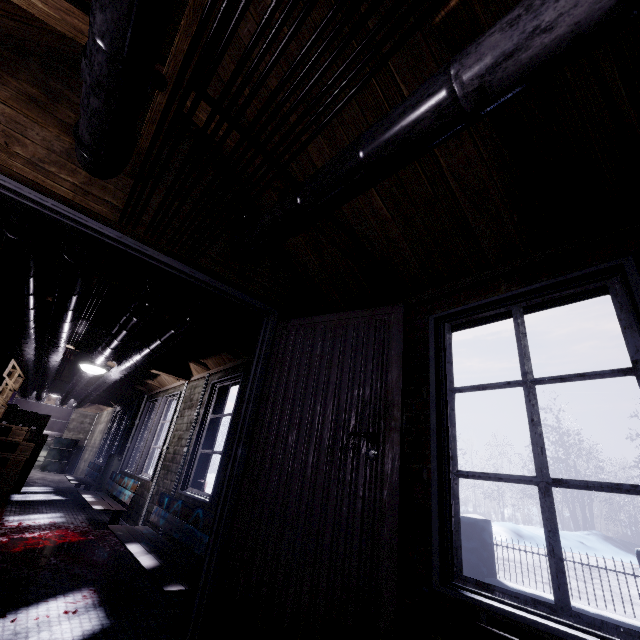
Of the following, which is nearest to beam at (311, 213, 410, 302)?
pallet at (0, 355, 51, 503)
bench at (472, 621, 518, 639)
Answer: bench at (472, 621, 518, 639)

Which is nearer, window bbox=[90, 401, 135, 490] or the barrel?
window bbox=[90, 401, 135, 490]

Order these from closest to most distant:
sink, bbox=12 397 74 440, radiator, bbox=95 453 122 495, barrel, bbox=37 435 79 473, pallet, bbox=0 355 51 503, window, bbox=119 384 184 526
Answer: pallet, bbox=0 355 51 503
window, bbox=119 384 184 526
radiator, bbox=95 453 122 495
barrel, bbox=37 435 79 473
sink, bbox=12 397 74 440

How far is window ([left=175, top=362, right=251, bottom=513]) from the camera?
3.1m

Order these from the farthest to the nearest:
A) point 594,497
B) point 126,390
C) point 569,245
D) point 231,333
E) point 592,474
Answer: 1. point 592,474
2. point 594,497
3. point 126,390
4. point 231,333
5. point 569,245

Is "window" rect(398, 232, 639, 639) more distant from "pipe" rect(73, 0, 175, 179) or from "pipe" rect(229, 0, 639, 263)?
"pipe" rect(73, 0, 175, 179)

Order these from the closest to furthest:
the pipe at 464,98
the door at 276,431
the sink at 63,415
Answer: the pipe at 464,98, the door at 276,431, the sink at 63,415

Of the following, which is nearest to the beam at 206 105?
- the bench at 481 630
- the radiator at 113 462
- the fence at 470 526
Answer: the bench at 481 630
